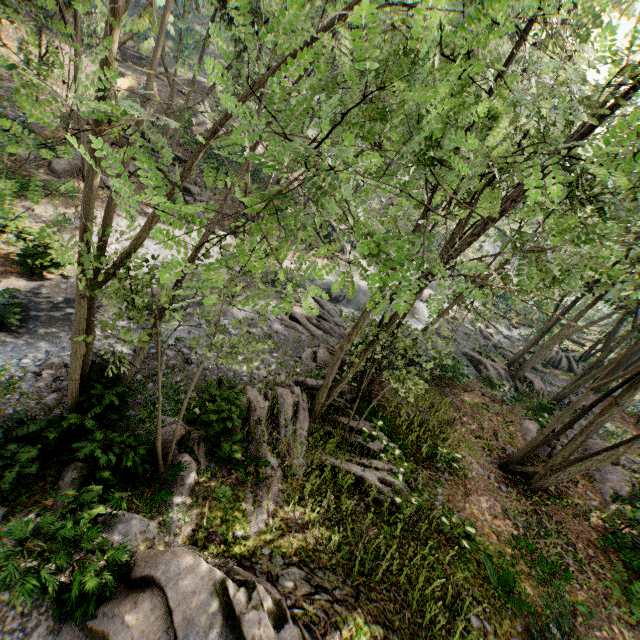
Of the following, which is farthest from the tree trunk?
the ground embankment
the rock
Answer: the rock

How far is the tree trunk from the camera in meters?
27.5

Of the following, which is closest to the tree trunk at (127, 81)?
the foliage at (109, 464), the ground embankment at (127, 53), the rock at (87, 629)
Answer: the ground embankment at (127, 53)

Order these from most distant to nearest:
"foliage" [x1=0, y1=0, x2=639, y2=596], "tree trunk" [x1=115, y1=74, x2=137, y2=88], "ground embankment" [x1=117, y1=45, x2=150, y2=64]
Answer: "ground embankment" [x1=117, y1=45, x2=150, y2=64]
"tree trunk" [x1=115, y1=74, x2=137, y2=88]
"foliage" [x1=0, y1=0, x2=639, y2=596]

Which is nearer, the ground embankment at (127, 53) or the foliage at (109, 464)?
the foliage at (109, 464)

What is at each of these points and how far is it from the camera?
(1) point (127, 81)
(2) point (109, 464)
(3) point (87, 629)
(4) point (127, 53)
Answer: (1) tree trunk, 28.78m
(2) foliage, 8.66m
(3) rock, 4.98m
(4) ground embankment, 33.56m

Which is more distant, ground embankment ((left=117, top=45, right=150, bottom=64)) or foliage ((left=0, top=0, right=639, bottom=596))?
ground embankment ((left=117, top=45, right=150, bottom=64))

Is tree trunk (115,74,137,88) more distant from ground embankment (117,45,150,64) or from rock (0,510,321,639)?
rock (0,510,321,639)
